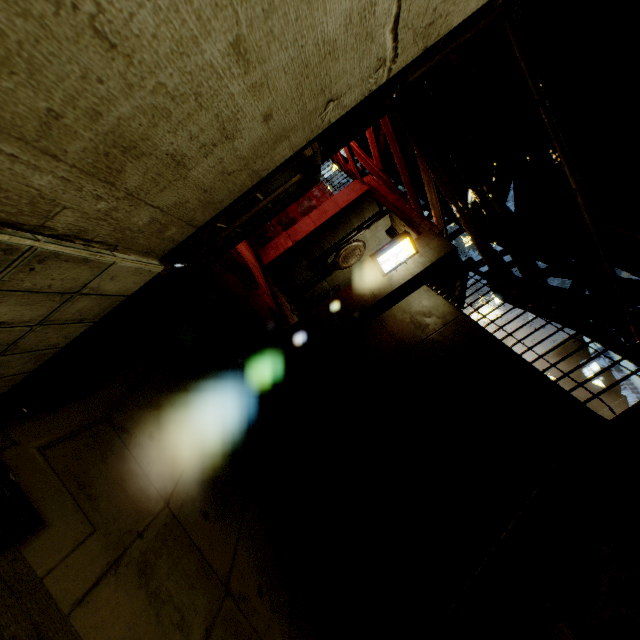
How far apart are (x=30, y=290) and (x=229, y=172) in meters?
0.8

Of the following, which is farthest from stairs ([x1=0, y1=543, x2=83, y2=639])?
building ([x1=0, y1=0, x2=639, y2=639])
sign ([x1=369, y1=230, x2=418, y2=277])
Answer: sign ([x1=369, y1=230, x2=418, y2=277])

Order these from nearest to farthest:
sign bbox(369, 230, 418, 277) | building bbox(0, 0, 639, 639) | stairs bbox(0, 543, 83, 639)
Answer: building bbox(0, 0, 639, 639)
stairs bbox(0, 543, 83, 639)
sign bbox(369, 230, 418, 277)

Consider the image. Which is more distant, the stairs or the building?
the stairs

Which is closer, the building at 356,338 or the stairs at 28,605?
the building at 356,338

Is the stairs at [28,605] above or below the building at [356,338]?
below

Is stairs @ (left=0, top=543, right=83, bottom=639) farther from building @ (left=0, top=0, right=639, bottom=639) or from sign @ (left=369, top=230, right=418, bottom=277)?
sign @ (left=369, top=230, right=418, bottom=277)
